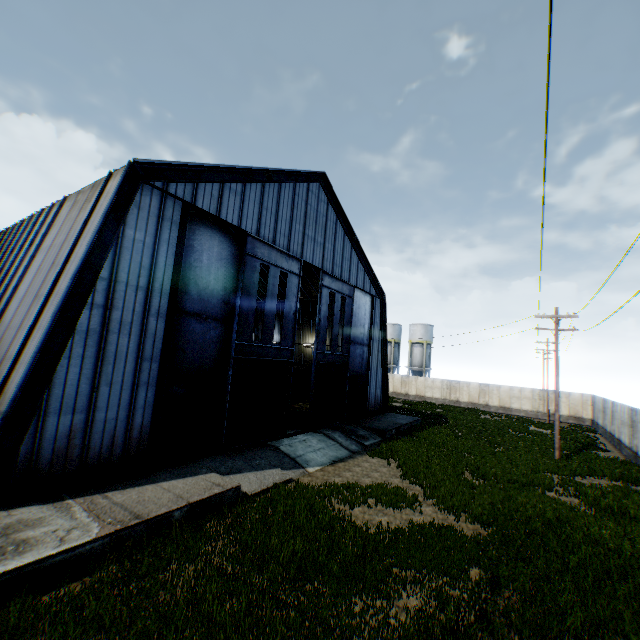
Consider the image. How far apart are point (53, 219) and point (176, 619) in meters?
15.6 m

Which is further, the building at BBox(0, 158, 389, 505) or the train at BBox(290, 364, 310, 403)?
the train at BBox(290, 364, 310, 403)

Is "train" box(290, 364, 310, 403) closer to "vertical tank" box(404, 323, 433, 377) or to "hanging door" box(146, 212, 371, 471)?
"hanging door" box(146, 212, 371, 471)

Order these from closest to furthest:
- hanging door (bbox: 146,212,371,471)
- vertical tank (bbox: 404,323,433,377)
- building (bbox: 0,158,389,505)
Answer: building (bbox: 0,158,389,505), hanging door (bbox: 146,212,371,471), vertical tank (bbox: 404,323,433,377)

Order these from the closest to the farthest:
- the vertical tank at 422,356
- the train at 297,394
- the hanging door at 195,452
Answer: the hanging door at 195,452
the train at 297,394
the vertical tank at 422,356

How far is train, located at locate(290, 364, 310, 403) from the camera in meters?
31.4 m

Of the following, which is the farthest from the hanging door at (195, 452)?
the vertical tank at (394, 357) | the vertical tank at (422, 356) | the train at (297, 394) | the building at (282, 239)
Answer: the vertical tank at (394, 357)

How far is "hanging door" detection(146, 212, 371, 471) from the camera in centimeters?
1377cm
